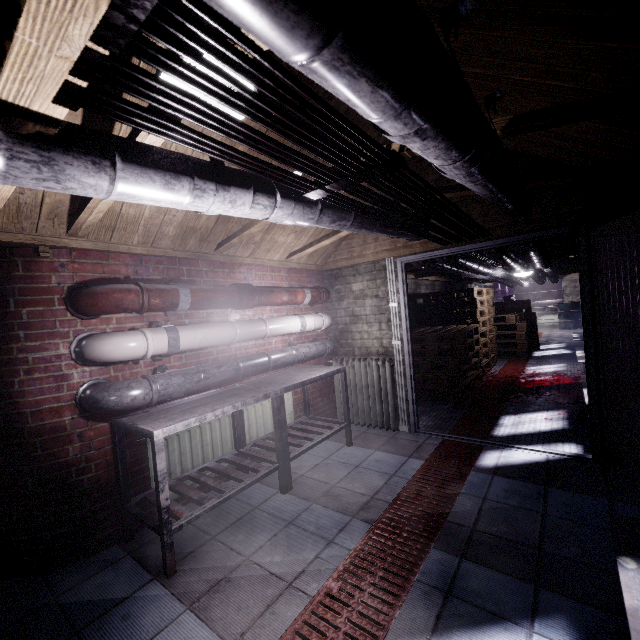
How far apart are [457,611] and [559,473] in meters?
1.7 m

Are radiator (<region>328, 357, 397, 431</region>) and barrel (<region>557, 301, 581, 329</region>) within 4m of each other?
no

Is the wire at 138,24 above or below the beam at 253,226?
below

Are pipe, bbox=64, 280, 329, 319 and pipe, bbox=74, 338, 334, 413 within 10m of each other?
yes

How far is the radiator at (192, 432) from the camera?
2.49m

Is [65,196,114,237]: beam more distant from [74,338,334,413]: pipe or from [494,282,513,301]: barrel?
[494,282,513,301]: barrel

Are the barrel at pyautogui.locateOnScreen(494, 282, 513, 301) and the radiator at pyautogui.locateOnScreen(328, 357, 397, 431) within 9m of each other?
no

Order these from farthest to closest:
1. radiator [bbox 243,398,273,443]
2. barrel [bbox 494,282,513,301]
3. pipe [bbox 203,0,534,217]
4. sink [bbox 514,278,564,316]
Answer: barrel [bbox 494,282,513,301] < sink [bbox 514,278,564,316] < radiator [bbox 243,398,273,443] < pipe [bbox 203,0,534,217]
